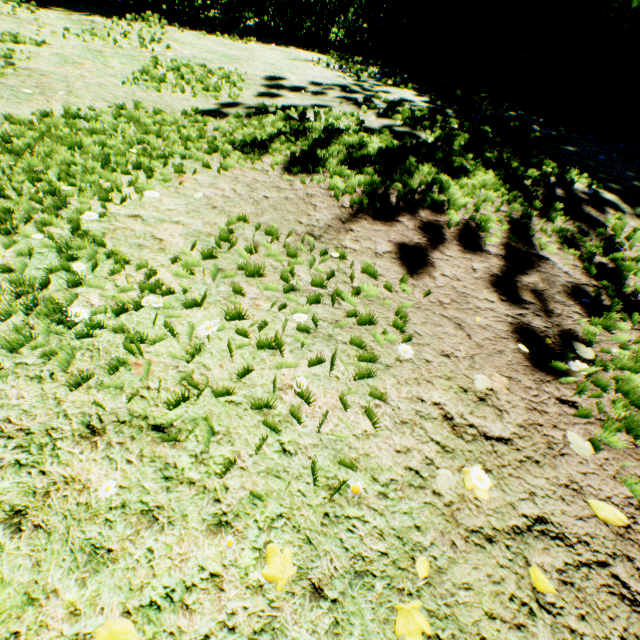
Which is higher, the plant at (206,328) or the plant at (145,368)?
the plant at (206,328)

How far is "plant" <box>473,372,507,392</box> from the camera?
1.52m

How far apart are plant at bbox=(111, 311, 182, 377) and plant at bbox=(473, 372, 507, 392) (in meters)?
1.47

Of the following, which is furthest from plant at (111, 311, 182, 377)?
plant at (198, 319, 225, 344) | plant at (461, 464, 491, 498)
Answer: plant at (461, 464, 491, 498)

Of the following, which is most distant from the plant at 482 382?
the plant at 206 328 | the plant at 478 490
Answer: the plant at 206 328

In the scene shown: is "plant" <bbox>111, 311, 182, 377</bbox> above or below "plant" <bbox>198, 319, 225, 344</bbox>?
below

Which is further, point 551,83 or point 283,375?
point 551,83

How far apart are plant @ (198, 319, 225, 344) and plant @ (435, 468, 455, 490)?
1.1m
